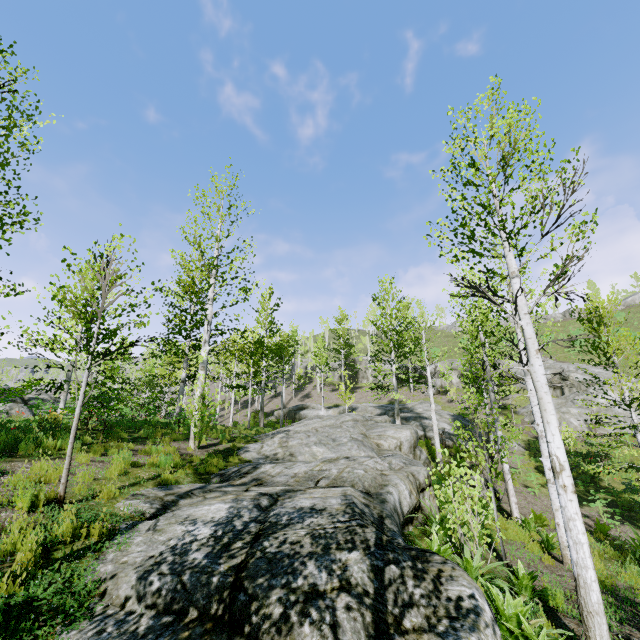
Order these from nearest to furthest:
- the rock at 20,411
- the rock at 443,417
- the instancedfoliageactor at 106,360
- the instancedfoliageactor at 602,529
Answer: the instancedfoliageactor at 106,360, the instancedfoliageactor at 602,529, the rock at 20,411, the rock at 443,417

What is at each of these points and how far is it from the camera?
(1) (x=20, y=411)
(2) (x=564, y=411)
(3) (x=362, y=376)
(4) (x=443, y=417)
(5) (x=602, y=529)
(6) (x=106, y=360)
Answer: (1) rock, 16.5 meters
(2) rock, 22.4 meters
(3) rock, 43.9 meters
(4) rock, 24.9 meters
(5) instancedfoliageactor, 10.9 meters
(6) instancedfoliageactor, 6.0 meters

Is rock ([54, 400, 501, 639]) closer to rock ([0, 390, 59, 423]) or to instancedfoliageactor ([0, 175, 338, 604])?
instancedfoliageactor ([0, 175, 338, 604])

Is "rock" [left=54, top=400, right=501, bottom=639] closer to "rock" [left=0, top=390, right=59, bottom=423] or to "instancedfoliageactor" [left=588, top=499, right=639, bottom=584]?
"instancedfoliageactor" [left=588, top=499, right=639, bottom=584]

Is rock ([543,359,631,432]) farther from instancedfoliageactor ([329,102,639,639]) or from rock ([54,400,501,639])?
rock ([54,400,501,639])

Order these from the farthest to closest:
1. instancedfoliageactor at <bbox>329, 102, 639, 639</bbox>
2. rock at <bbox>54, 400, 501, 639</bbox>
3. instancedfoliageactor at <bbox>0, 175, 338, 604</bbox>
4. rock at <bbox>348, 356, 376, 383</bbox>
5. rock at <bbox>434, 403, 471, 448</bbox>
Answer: rock at <bbox>348, 356, 376, 383</bbox> → rock at <bbox>434, 403, 471, 448</bbox> → instancedfoliageactor at <bbox>0, 175, 338, 604</bbox> → instancedfoliageactor at <bbox>329, 102, 639, 639</bbox> → rock at <bbox>54, 400, 501, 639</bbox>

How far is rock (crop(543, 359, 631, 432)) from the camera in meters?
21.5 m

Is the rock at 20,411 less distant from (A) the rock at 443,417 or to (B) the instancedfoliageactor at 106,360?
(B) the instancedfoliageactor at 106,360
